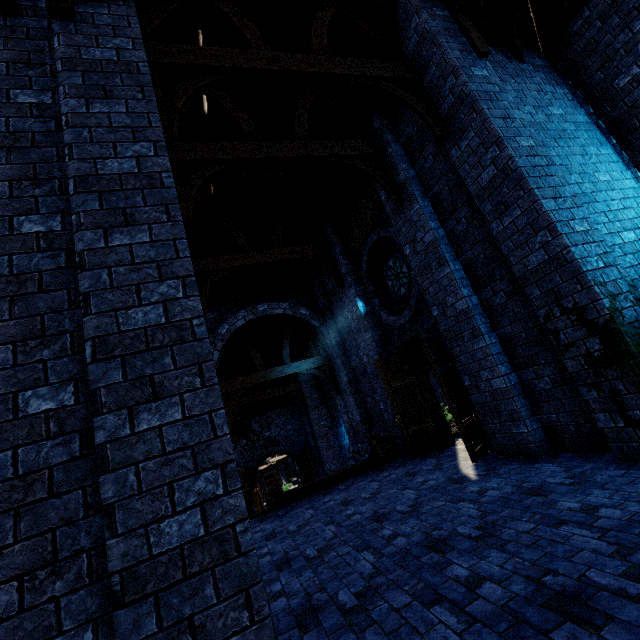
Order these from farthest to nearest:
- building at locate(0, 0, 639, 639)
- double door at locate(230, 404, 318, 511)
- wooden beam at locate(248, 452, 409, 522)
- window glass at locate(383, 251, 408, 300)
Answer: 1. double door at locate(230, 404, 318, 511)
2. window glass at locate(383, 251, 408, 300)
3. wooden beam at locate(248, 452, 409, 522)
4. building at locate(0, 0, 639, 639)

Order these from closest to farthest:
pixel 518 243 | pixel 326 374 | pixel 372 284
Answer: pixel 518 243 < pixel 372 284 < pixel 326 374

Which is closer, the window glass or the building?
the building

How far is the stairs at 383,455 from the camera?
7.46m

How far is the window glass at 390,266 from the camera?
8.3 meters

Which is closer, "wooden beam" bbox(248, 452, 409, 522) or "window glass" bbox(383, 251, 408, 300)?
"wooden beam" bbox(248, 452, 409, 522)

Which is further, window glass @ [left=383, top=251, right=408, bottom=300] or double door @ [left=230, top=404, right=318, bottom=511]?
double door @ [left=230, top=404, right=318, bottom=511]

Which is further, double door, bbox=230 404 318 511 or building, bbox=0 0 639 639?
double door, bbox=230 404 318 511
